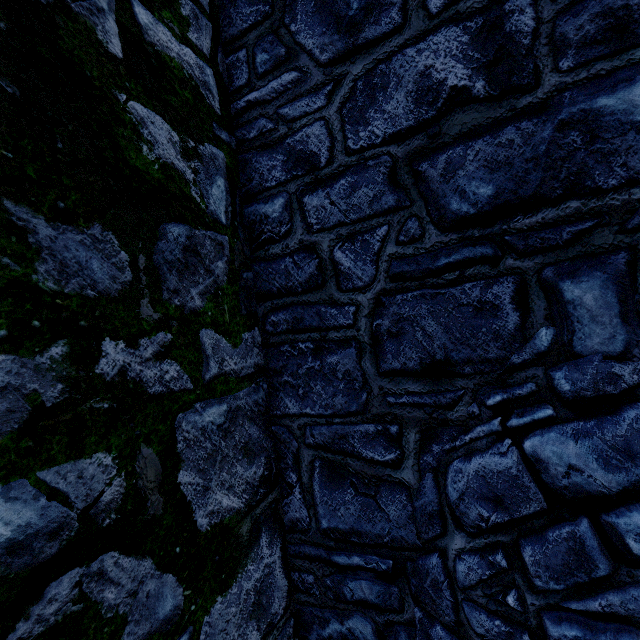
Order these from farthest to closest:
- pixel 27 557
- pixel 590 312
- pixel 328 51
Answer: pixel 328 51
pixel 590 312
pixel 27 557
